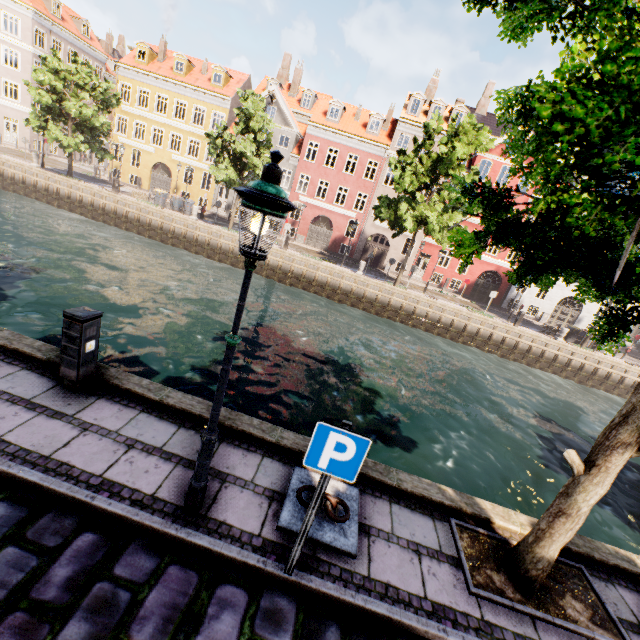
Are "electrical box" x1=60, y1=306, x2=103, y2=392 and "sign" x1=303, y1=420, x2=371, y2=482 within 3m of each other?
no

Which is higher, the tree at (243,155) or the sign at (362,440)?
the tree at (243,155)

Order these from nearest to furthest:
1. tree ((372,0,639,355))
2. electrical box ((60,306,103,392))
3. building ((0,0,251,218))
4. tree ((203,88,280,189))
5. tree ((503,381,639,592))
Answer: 1. tree ((372,0,639,355))
2. tree ((503,381,639,592))
3. electrical box ((60,306,103,392))
4. tree ((203,88,280,189))
5. building ((0,0,251,218))

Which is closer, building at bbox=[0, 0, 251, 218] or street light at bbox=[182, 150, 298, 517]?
street light at bbox=[182, 150, 298, 517]

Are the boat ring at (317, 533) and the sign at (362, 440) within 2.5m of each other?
yes

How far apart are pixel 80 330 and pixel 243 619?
4.04m

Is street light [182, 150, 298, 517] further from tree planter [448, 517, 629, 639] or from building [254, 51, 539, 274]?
building [254, 51, 539, 274]

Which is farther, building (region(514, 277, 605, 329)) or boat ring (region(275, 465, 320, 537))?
building (region(514, 277, 605, 329))
